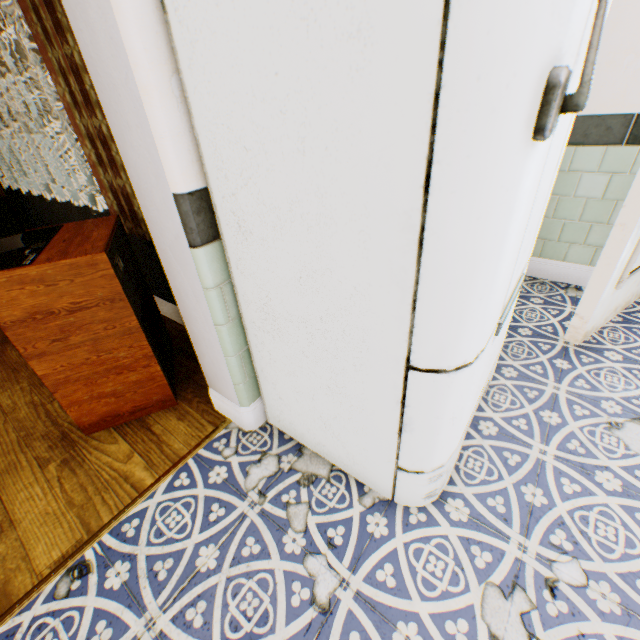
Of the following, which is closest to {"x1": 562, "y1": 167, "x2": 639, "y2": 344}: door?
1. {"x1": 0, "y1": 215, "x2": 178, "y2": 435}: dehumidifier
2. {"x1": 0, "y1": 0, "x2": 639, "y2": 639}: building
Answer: {"x1": 0, "y1": 0, "x2": 639, "y2": 639}: building

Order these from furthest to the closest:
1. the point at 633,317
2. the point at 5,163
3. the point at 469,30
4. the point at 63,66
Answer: the point at 5,163 → the point at 633,317 → the point at 63,66 → the point at 469,30

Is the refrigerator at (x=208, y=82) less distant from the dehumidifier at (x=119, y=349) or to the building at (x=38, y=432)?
the building at (x=38, y=432)

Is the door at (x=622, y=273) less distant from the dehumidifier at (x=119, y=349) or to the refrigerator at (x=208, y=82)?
the refrigerator at (x=208, y=82)

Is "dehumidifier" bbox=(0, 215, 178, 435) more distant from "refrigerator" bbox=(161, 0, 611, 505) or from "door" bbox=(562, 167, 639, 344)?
"door" bbox=(562, 167, 639, 344)

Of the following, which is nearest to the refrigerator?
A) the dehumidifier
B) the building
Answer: the building

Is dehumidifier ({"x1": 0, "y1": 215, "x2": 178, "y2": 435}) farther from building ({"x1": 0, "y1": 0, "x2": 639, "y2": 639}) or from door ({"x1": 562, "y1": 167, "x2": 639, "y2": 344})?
door ({"x1": 562, "y1": 167, "x2": 639, "y2": 344})
